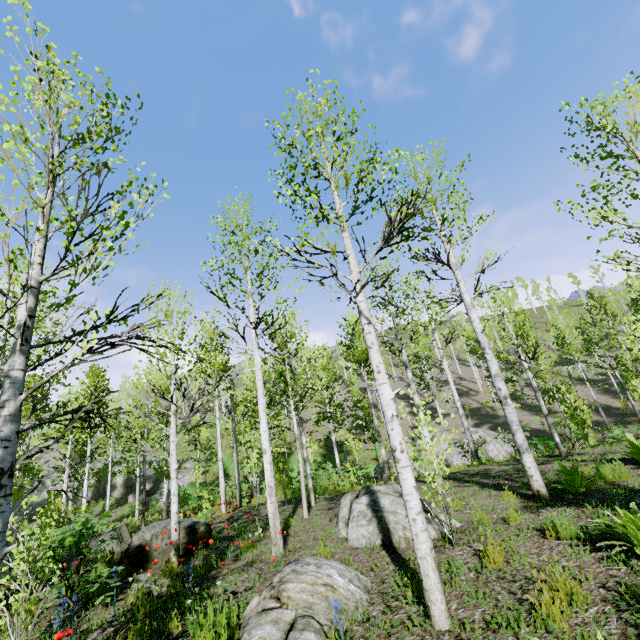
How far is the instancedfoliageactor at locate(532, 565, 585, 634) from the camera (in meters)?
2.98

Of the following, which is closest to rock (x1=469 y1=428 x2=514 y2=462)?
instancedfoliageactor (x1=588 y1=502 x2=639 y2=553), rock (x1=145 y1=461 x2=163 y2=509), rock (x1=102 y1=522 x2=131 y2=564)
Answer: instancedfoliageactor (x1=588 y1=502 x2=639 y2=553)

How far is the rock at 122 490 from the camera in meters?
29.9

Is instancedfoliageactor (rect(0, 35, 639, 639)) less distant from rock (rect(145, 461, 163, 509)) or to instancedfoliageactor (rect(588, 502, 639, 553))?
rock (rect(145, 461, 163, 509))

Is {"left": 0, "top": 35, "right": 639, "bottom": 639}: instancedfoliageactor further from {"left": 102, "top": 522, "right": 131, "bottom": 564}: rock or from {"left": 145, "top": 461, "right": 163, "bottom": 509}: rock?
{"left": 102, "top": 522, "right": 131, "bottom": 564}: rock

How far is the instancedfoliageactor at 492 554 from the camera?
4.2m

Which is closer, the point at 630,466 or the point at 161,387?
the point at 630,466
